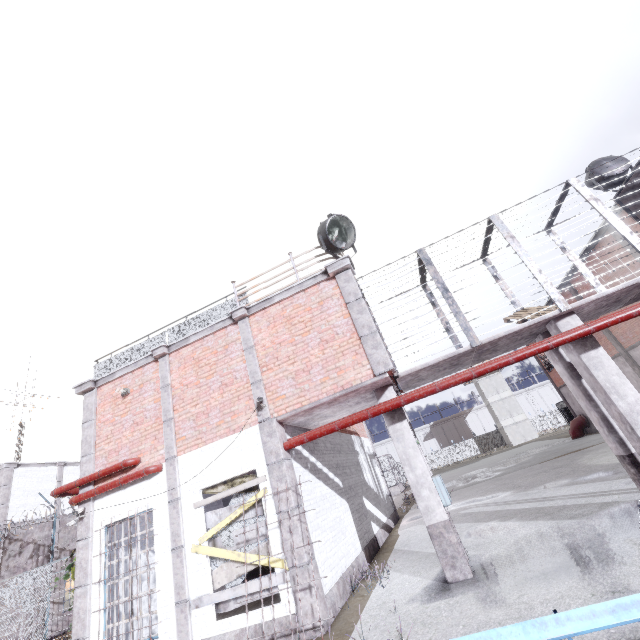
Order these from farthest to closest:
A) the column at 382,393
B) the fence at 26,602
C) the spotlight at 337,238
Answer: the fence at 26,602 → the spotlight at 337,238 → the column at 382,393

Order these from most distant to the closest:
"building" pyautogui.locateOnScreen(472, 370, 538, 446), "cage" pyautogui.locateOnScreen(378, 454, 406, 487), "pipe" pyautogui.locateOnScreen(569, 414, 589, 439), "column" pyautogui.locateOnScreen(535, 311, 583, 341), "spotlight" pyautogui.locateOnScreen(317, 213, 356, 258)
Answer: "building" pyautogui.locateOnScreen(472, 370, 538, 446) → "cage" pyautogui.locateOnScreen(378, 454, 406, 487) → "pipe" pyautogui.locateOnScreen(569, 414, 589, 439) → "spotlight" pyautogui.locateOnScreen(317, 213, 356, 258) → "column" pyautogui.locateOnScreen(535, 311, 583, 341)

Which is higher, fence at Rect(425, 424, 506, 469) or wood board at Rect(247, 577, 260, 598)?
fence at Rect(425, 424, 506, 469)

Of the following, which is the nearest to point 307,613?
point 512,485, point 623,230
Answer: point 623,230

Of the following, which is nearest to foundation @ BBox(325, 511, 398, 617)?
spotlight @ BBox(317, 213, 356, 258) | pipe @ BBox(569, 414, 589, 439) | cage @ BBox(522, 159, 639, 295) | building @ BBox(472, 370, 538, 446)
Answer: cage @ BBox(522, 159, 639, 295)

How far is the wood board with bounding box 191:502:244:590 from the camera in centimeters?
698cm

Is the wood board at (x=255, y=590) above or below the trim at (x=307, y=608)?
above

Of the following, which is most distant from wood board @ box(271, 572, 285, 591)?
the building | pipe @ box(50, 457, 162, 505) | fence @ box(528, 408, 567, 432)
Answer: the building
